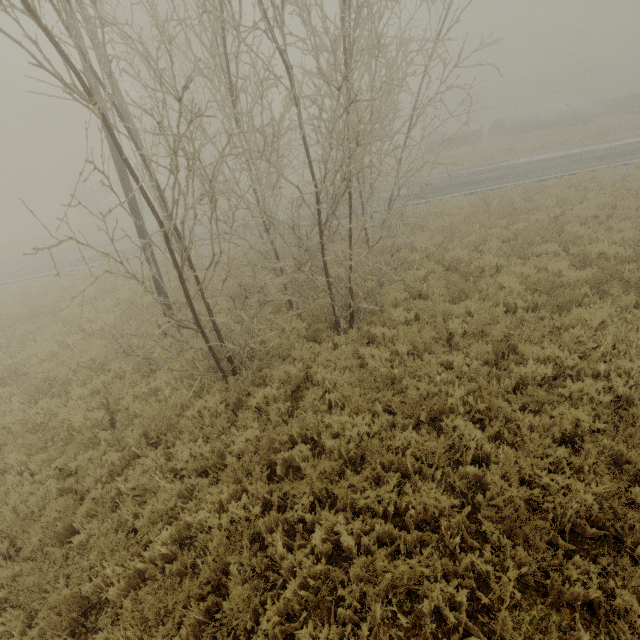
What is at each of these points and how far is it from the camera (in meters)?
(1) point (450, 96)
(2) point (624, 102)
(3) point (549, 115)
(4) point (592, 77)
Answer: (1) boxcar, 57.59
(2) truck bed, 33.81
(3) concrete pipe, 31.88
(4) boxcar, 56.72

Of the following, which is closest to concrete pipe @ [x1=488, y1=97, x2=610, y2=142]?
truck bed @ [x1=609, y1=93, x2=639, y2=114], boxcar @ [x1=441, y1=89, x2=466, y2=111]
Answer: truck bed @ [x1=609, y1=93, x2=639, y2=114]

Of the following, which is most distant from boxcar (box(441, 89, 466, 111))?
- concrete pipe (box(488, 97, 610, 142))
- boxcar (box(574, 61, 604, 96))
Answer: concrete pipe (box(488, 97, 610, 142))

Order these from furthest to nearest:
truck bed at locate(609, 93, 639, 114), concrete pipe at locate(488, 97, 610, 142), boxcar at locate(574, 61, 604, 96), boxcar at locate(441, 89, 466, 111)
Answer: boxcar at locate(574, 61, 604, 96) → boxcar at locate(441, 89, 466, 111) → truck bed at locate(609, 93, 639, 114) → concrete pipe at locate(488, 97, 610, 142)

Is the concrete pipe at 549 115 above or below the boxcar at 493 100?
below

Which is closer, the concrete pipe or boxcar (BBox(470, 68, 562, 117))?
the concrete pipe

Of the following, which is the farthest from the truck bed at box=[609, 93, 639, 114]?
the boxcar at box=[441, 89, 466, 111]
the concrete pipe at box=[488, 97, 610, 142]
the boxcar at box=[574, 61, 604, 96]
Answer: the boxcar at box=[441, 89, 466, 111]

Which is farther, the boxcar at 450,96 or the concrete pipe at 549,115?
the boxcar at 450,96
